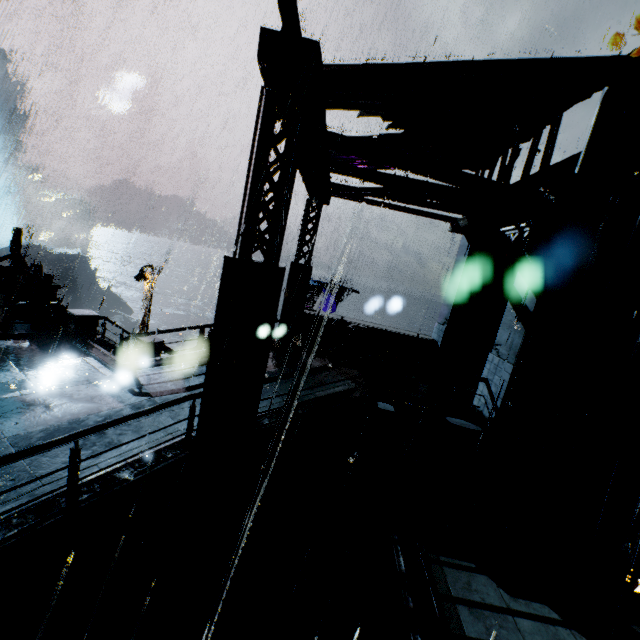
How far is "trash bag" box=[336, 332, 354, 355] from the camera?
12.3m

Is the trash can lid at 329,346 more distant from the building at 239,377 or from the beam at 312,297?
the beam at 312,297

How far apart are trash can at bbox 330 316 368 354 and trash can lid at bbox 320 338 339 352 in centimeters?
2cm

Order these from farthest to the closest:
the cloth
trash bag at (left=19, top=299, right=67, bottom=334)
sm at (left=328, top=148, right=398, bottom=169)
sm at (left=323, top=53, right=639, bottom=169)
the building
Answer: the cloth < trash bag at (left=19, top=299, right=67, bottom=334) < sm at (left=328, top=148, right=398, bottom=169) < sm at (left=323, top=53, right=639, bottom=169) < the building

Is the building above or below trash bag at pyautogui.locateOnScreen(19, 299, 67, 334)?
above

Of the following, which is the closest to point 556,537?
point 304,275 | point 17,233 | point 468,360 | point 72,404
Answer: point 468,360

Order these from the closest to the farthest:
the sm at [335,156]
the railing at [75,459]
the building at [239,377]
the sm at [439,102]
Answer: the railing at [75,459] < the building at [239,377] < the sm at [439,102] < the sm at [335,156]

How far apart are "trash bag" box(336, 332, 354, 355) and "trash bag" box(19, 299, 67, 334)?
10.8m
